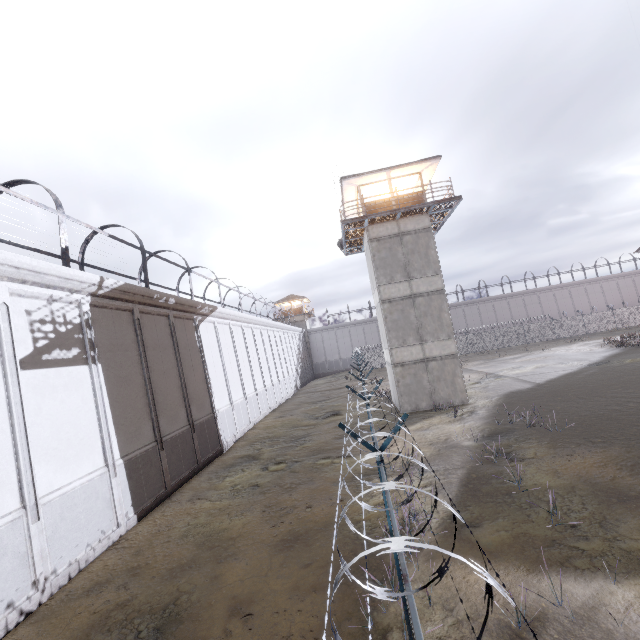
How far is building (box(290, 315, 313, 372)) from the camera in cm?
5716

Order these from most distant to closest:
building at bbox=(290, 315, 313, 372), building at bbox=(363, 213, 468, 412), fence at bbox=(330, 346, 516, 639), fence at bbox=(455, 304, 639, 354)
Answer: building at bbox=(290, 315, 313, 372) < fence at bbox=(455, 304, 639, 354) < building at bbox=(363, 213, 468, 412) < fence at bbox=(330, 346, 516, 639)

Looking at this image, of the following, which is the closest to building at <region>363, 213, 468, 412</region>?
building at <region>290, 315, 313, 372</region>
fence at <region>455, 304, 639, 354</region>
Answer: fence at <region>455, 304, 639, 354</region>

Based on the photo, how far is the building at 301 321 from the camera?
57.2 meters

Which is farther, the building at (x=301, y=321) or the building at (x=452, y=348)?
the building at (x=301, y=321)

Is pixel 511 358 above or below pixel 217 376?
below

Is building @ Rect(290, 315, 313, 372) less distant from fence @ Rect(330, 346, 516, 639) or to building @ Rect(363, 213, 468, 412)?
fence @ Rect(330, 346, 516, 639)
